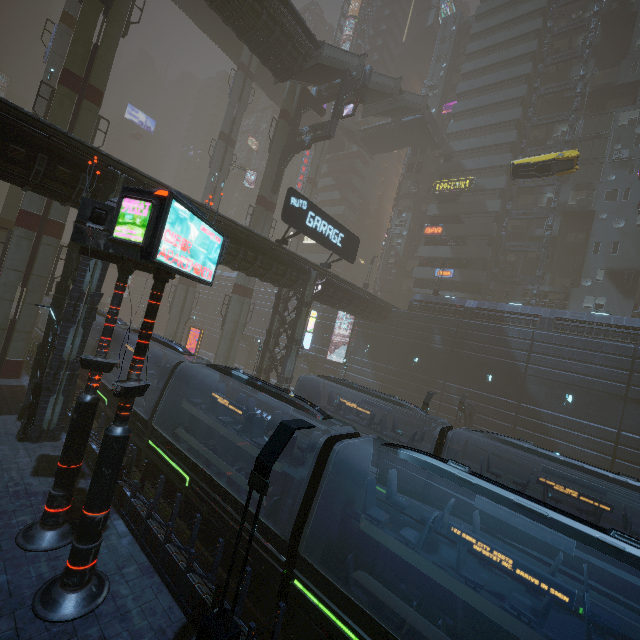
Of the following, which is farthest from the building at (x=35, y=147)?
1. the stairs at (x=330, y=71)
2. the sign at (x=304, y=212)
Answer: the stairs at (x=330, y=71)

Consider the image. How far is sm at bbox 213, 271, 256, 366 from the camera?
30.7 meters

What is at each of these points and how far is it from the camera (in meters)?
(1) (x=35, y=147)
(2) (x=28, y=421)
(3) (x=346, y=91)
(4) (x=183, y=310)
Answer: (1) building, 11.68
(2) street light, 13.22
(3) building structure, 29.19
(4) sm, 38.31

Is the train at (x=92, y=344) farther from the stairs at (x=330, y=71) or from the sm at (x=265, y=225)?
the stairs at (x=330, y=71)

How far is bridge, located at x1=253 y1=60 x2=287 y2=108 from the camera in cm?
4481

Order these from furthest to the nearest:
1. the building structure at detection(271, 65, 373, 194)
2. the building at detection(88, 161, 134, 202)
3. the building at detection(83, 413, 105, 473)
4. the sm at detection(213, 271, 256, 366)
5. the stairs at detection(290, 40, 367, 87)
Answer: the sm at detection(213, 271, 256, 366) < the building structure at detection(271, 65, 373, 194) < the stairs at detection(290, 40, 367, 87) < the building at detection(88, 161, 134, 202) < the building at detection(83, 413, 105, 473)

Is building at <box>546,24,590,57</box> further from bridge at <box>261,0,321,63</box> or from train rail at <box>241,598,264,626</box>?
bridge at <box>261,0,321,63</box>

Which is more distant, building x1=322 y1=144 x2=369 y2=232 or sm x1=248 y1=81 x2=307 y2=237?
building x1=322 y1=144 x2=369 y2=232
